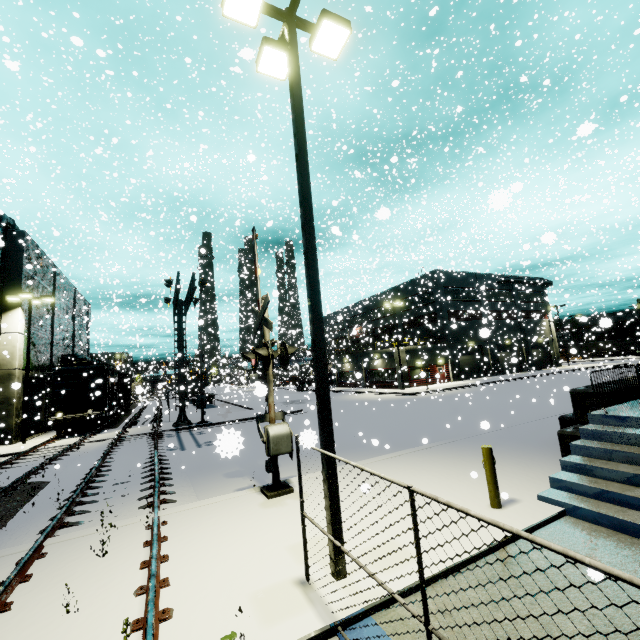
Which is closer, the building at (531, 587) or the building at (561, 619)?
the building at (561, 619)

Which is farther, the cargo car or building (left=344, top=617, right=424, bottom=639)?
the cargo car

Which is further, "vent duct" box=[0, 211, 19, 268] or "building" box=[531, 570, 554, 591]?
"vent duct" box=[0, 211, 19, 268]

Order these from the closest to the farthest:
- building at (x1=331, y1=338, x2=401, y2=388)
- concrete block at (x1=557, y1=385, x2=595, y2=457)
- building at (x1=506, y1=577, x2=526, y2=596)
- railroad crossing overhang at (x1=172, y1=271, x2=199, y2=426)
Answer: building at (x1=506, y1=577, x2=526, y2=596)
concrete block at (x1=557, y1=385, x2=595, y2=457)
railroad crossing overhang at (x1=172, y1=271, x2=199, y2=426)
building at (x1=331, y1=338, x2=401, y2=388)

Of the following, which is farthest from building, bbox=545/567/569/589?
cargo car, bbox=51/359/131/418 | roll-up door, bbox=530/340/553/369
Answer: cargo car, bbox=51/359/131/418

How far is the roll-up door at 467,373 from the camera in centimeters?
4241cm

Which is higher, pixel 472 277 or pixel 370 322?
pixel 472 277

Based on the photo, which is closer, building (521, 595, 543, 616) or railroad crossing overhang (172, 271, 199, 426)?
building (521, 595, 543, 616)
